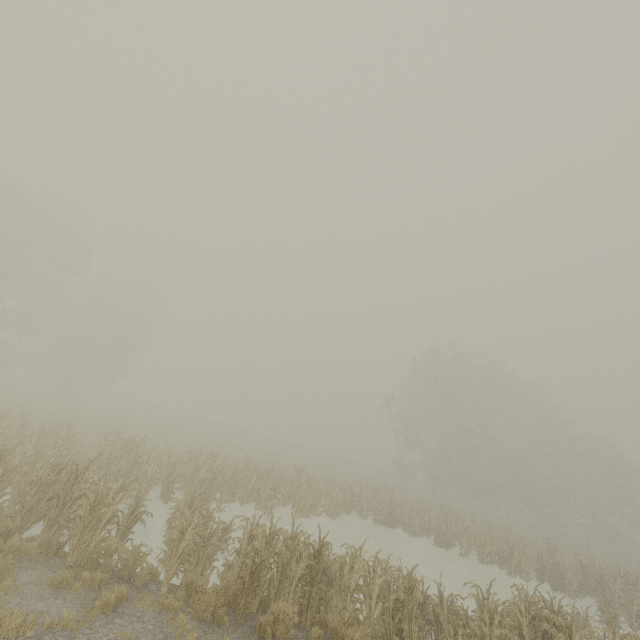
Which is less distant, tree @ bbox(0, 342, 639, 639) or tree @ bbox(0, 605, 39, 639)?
tree @ bbox(0, 605, 39, 639)

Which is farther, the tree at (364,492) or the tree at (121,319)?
the tree at (121,319)

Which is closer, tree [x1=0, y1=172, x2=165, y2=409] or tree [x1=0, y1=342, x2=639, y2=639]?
tree [x1=0, y1=342, x2=639, y2=639]

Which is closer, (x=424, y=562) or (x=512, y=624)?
(x=512, y=624)

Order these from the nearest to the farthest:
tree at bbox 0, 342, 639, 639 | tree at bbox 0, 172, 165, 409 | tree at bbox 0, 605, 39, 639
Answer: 1. tree at bbox 0, 605, 39, 639
2. tree at bbox 0, 342, 639, 639
3. tree at bbox 0, 172, 165, 409

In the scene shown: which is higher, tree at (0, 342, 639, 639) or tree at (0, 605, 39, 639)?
tree at (0, 342, 639, 639)

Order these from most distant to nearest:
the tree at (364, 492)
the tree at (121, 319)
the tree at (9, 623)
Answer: the tree at (121, 319)
the tree at (364, 492)
the tree at (9, 623)
